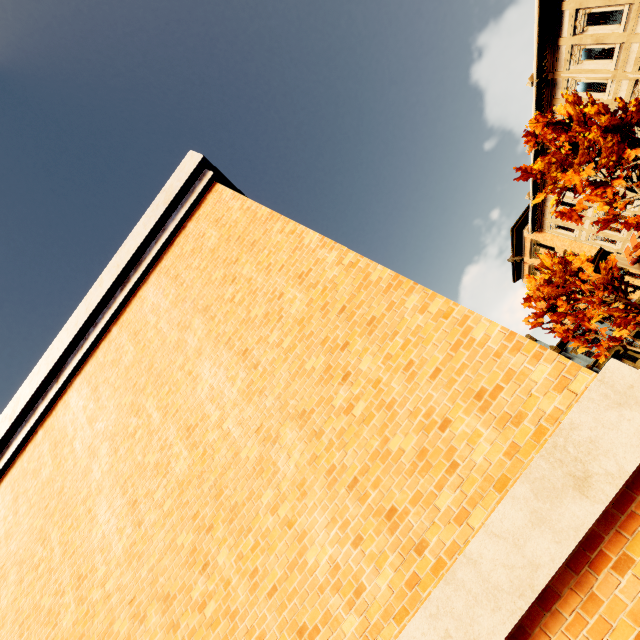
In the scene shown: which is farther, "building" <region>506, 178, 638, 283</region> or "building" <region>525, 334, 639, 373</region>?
"building" <region>525, 334, 639, 373</region>

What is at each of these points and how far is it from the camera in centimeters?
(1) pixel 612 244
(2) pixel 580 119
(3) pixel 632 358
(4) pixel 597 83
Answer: (1) building, 2581cm
(2) tree, 1343cm
(3) building, 3800cm
(4) building, 1688cm

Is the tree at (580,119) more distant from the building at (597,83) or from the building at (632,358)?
the building at (632,358)

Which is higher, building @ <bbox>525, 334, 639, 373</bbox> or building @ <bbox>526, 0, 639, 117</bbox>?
building @ <bbox>526, 0, 639, 117</bbox>

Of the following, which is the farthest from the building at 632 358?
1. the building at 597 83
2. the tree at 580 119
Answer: the tree at 580 119

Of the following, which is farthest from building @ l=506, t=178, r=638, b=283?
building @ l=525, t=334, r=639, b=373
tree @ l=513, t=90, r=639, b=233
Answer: building @ l=525, t=334, r=639, b=373

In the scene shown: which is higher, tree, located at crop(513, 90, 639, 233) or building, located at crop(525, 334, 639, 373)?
tree, located at crop(513, 90, 639, 233)

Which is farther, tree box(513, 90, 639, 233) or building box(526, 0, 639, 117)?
building box(526, 0, 639, 117)
